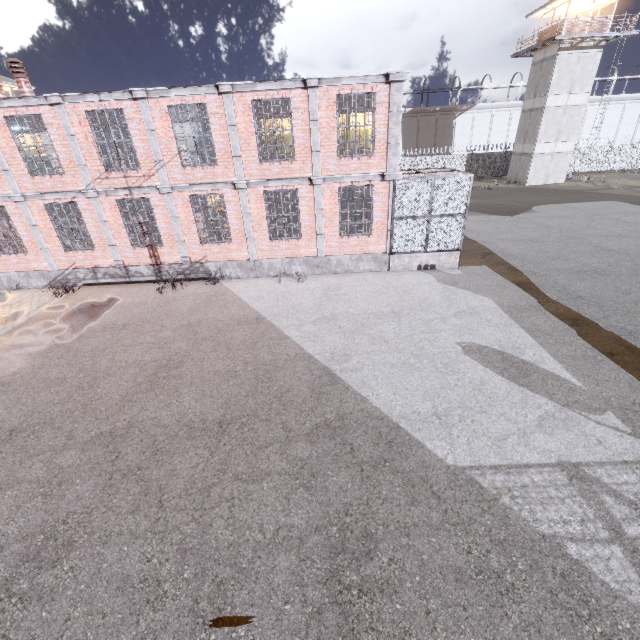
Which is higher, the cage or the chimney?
the chimney

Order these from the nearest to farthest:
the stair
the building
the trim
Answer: the trim < the stair < the building

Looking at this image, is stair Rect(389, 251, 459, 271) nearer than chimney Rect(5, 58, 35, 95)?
No

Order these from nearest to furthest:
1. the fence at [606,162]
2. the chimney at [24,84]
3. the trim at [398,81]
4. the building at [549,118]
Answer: the trim at [398,81] → the chimney at [24,84] → the building at [549,118] → the fence at [606,162]

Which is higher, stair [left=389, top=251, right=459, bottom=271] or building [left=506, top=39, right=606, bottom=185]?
building [left=506, top=39, right=606, bottom=185]

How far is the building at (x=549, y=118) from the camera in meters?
29.1

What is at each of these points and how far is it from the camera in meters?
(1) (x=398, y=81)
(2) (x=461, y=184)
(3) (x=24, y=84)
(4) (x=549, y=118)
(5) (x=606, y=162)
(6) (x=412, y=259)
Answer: (1) trim, 11.0 m
(2) cage, 12.6 m
(3) chimney, 12.5 m
(4) building, 31.3 m
(5) fence, 38.7 m
(6) stair, 14.1 m

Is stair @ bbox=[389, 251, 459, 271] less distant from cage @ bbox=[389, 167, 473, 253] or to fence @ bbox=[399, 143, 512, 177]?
cage @ bbox=[389, 167, 473, 253]
